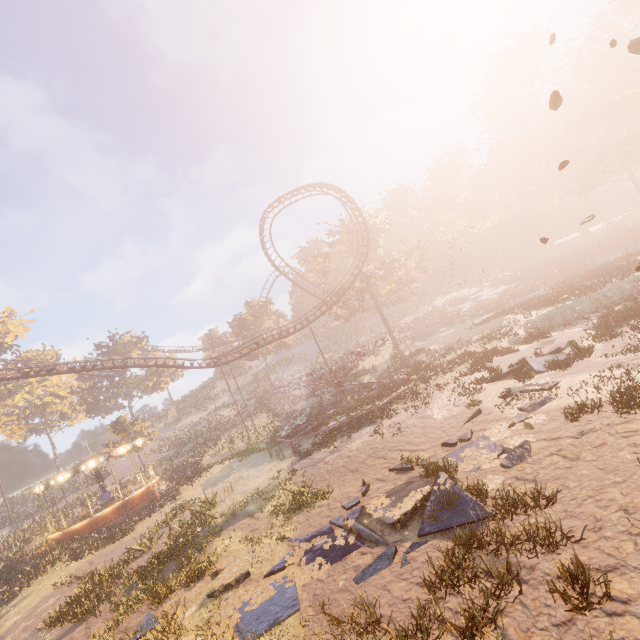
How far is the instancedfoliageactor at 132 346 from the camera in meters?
54.1 m

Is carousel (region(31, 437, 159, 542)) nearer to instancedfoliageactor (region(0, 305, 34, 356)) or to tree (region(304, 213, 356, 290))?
tree (region(304, 213, 356, 290))

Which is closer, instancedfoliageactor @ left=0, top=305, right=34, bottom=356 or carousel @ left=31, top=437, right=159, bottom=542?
carousel @ left=31, top=437, right=159, bottom=542

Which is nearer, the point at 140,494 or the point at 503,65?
the point at 140,494

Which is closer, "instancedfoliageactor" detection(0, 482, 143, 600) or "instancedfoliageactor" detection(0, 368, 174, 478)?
"instancedfoliageactor" detection(0, 482, 143, 600)

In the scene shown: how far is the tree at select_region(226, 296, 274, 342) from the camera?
53.6 meters

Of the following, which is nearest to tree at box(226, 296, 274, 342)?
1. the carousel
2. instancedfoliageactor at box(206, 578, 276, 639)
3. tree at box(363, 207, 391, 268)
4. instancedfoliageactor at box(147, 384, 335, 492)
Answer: tree at box(363, 207, 391, 268)

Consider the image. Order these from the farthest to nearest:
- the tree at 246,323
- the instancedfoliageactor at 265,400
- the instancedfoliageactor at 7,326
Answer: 1. the tree at 246,323
2. the instancedfoliageactor at 7,326
3. the instancedfoliageactor at 265,400
